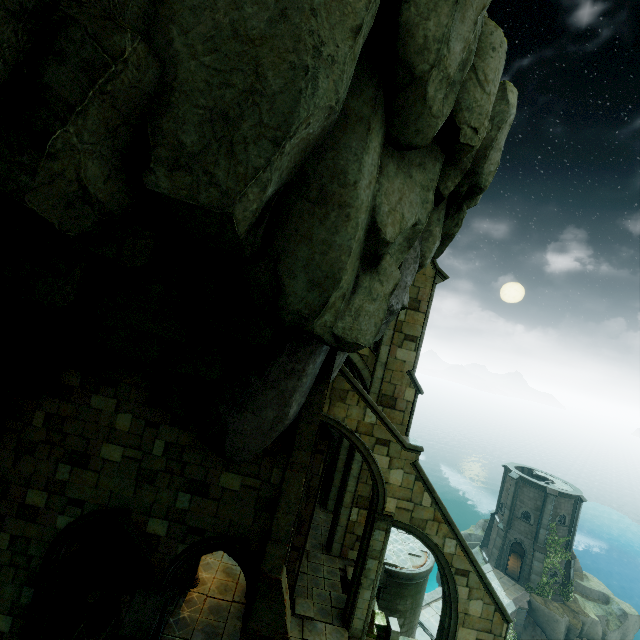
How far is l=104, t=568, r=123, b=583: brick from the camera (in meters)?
11.81

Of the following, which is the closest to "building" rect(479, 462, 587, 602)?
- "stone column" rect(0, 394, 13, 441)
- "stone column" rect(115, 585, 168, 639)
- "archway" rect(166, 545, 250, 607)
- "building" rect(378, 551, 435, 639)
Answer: "building" rect(378, 551, 435, 639)

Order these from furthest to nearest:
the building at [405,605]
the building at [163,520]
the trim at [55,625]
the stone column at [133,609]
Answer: the building at [405,605] < the trim at [55,625] < the building at [163,520] < the stone column at [133,609]

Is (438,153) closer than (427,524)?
Yes

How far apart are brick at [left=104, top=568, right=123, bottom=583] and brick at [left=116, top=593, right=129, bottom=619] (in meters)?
0.82

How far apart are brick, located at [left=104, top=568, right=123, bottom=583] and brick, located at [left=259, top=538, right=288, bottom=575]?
7.4 meters

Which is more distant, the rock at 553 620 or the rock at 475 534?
the rock at 475 534

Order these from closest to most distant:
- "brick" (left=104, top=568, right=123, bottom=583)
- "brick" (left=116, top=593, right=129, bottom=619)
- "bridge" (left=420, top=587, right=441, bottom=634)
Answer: "brick" (left=116, top=593, right=129, bottom=619), "brick" (left=104, top=568, right=123, bottom=583), "bridge" (left=420, top=587, right=441, bottom=634)
